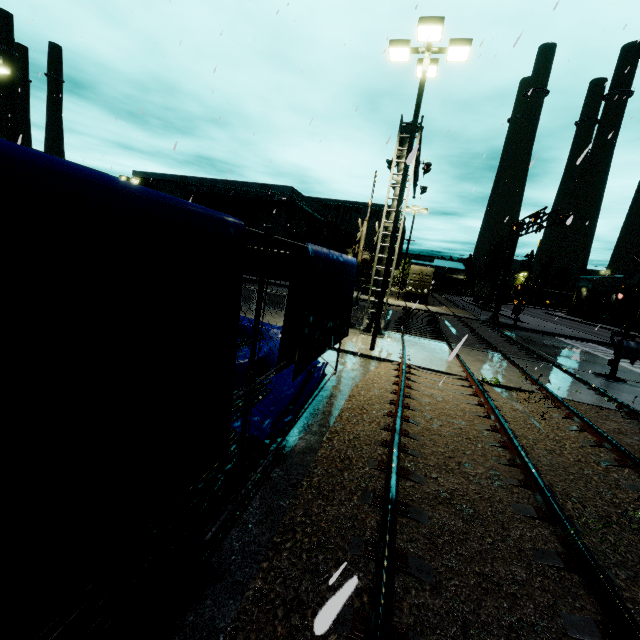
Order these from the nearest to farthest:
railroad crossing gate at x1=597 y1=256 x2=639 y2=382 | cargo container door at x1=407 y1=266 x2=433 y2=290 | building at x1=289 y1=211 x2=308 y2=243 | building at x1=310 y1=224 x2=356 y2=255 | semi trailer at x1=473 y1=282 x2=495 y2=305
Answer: railroad crossing gate at x1=597 y1=256 x2=639 y2=382 < cargo container door at x1=407 y1=266 x2=433 y2=290 < building at x1=289 y1=211 x2=308 y2=243 < semi trailer at x1=473 y1=282 x2=495 y2=305 < building at x1=310 y1=224 x2=356 y2=255

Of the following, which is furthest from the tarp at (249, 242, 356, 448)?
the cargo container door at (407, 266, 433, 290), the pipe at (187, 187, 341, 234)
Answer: the cargo container door at (407, 266, 433, 290)

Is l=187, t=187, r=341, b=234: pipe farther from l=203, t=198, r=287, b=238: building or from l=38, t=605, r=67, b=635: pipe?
l=38, t=605, r=67, b=635: pipe

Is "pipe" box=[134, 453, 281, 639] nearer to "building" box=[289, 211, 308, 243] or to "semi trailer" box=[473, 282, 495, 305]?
Answer: "building" box=[289, 211, 308, 243]

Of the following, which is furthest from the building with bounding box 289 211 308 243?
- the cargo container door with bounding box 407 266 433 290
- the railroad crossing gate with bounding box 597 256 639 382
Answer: the railroad crossing gate with bounding box 597 256 639 382

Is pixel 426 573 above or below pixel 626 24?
below

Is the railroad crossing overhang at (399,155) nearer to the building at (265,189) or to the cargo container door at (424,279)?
the building at (265,189)

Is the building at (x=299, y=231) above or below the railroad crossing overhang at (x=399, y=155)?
below
